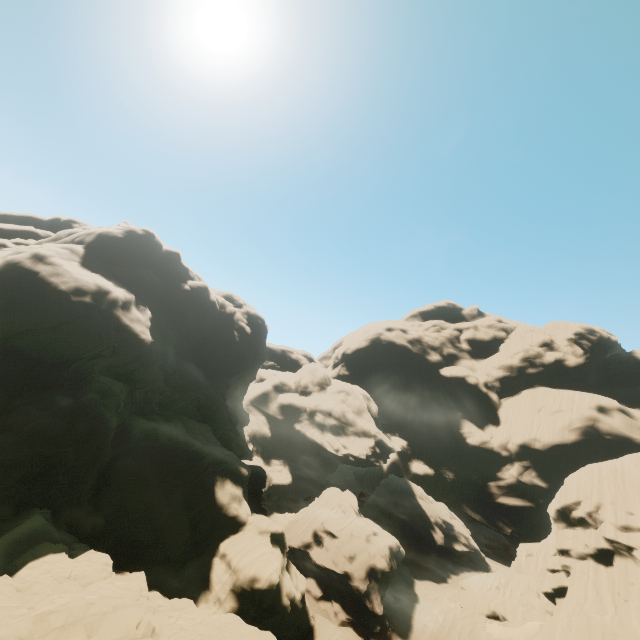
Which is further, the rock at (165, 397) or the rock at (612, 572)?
the rock at (612, 572)

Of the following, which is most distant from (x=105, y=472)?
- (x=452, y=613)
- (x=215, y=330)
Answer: (x=452, y=613)

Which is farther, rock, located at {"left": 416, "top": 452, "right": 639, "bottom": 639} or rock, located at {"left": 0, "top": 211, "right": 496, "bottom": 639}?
rock, located at {"left": 416, "top": 452, "right": 639, "bottom": 639}
